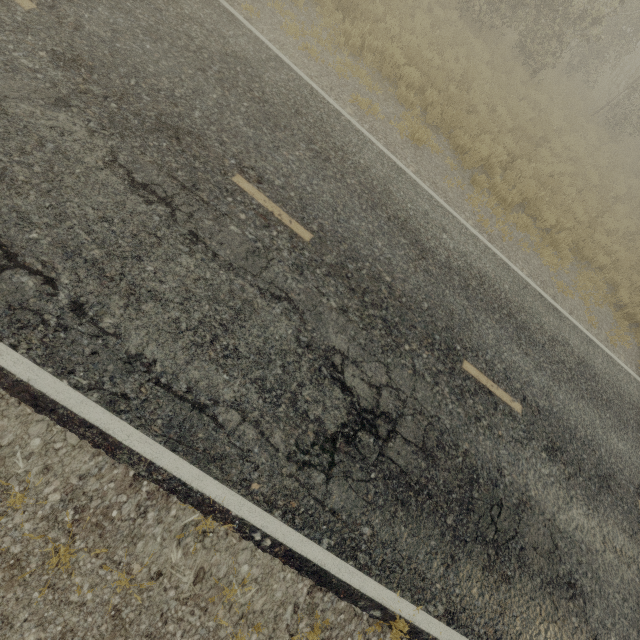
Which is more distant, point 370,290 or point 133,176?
point 370,290
